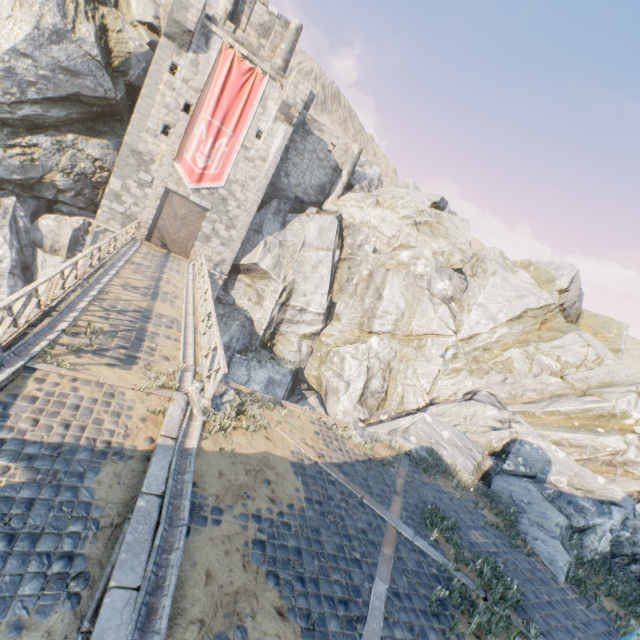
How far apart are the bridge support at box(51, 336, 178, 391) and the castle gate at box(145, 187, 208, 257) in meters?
16.8 m

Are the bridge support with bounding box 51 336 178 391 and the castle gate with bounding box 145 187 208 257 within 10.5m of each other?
no

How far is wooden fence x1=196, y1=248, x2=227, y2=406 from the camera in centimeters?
797cm

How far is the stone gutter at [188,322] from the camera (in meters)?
8.63

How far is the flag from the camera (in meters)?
20.39

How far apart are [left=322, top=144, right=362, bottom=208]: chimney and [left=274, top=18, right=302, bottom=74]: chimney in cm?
734

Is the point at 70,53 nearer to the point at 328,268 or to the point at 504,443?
the point at 328,268

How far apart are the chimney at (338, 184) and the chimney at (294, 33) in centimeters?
734cm
